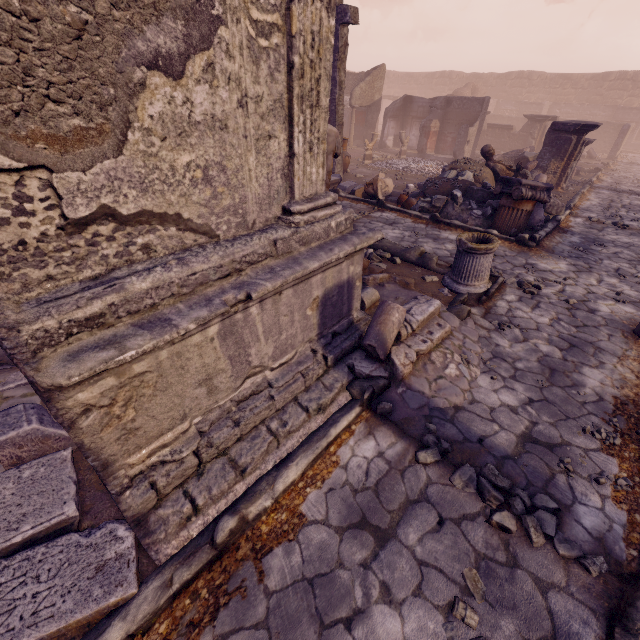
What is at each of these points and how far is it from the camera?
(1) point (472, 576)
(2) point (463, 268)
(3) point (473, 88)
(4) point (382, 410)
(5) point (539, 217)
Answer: (1) stone, 2.34m
(2) column base, 5.63m
(3) wall arch, 28.34m
(4) rocks, 3.44m
(5) sculpture, 8.11m

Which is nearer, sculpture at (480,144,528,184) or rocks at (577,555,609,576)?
rocks at (577,555,609,576)

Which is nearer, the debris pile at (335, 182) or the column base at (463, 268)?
the column base at (463, 268)

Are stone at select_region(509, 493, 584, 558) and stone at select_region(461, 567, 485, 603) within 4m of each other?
yes

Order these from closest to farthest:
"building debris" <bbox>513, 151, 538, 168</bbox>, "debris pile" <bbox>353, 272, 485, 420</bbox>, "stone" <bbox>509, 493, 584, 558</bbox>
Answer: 1. "stone" <bbox>509, 493, 584, 558</bbox>
2. "debris pile" <bbox>353, 272, 485, 420</bbox>
3. "building debris" <bbox>513, 151, 538, 168</bbox>

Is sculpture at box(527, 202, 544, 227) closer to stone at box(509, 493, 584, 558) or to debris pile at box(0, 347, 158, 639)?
stone at box(509, 493, 584, 558)

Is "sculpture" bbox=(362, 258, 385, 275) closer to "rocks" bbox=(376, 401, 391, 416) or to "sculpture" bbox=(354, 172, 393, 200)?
"rocks" bbox=(376, 401, 391, 416)

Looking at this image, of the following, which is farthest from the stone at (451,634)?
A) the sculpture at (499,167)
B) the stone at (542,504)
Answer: the sculpture at (499,167)
